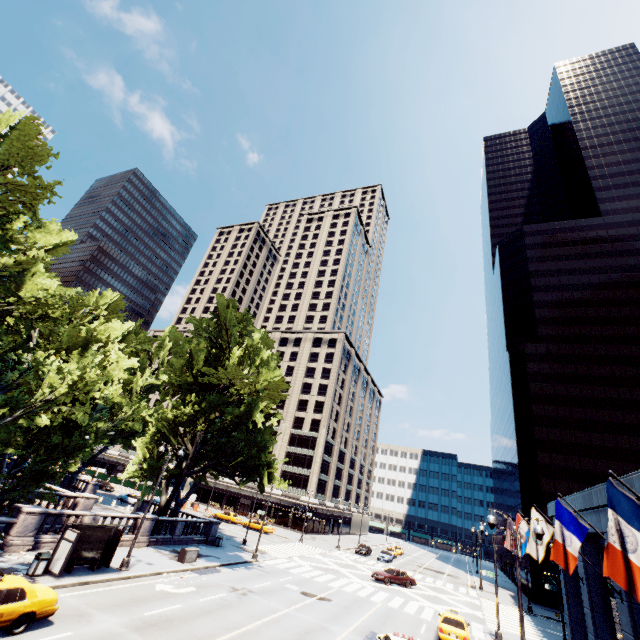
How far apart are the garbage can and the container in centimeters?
1018cm

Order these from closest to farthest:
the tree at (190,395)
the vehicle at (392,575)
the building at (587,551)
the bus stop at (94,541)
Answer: the tree at (190,395) → the bus stop at (94,541) → the building at (587,551) → the vehicle at (392,575)

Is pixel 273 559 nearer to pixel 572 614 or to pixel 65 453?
pixel 65 453

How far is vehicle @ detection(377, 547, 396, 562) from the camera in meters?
50.8 m

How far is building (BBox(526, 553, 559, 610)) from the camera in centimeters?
4384cm

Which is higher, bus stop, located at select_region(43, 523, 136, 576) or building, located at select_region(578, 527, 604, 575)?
building, located at select_region(578, 527, 604, 575)

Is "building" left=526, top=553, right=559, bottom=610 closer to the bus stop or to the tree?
the tree

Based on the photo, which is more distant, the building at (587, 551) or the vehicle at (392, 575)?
the vehicle at (392, 575)
